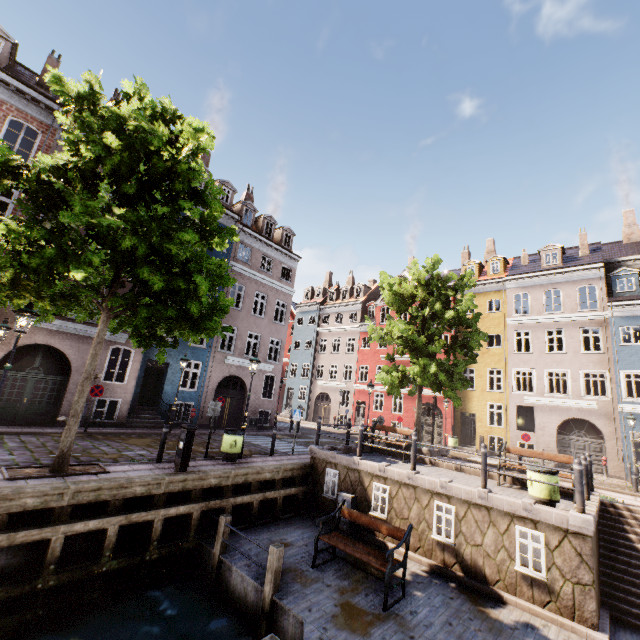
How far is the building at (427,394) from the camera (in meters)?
26.48

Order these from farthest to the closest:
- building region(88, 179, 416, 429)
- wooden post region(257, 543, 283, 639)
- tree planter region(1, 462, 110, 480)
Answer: building region(88, 179, 416, 429), tree planter region(1, 462, 110, 480), wooden post region(257, 543, 283, 639)

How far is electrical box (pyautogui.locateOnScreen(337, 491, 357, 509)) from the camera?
10.3 meters

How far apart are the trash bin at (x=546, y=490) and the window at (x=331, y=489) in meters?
5.7

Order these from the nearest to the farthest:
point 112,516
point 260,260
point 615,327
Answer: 1. point 112,516
2. point 615,327
3. point 260,260

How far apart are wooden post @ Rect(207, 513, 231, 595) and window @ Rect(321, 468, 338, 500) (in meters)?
4.07

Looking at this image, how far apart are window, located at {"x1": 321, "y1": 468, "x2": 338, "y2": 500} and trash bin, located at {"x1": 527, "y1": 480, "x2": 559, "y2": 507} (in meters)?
5.69

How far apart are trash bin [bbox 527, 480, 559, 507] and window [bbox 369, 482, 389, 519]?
3.7m
